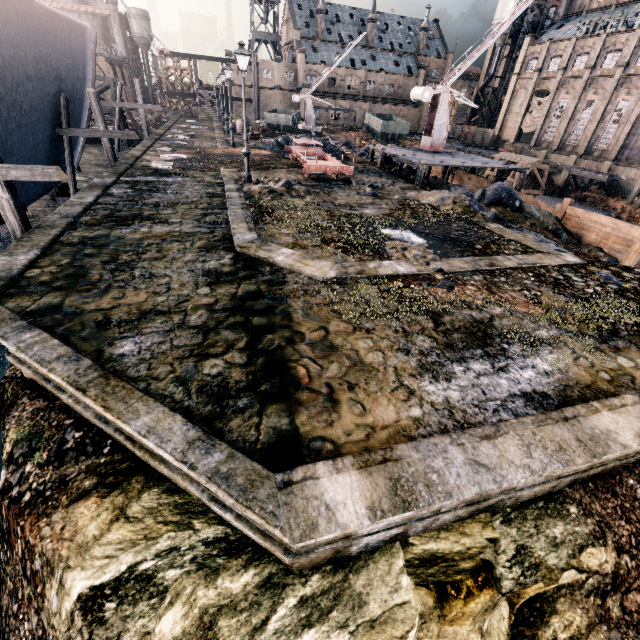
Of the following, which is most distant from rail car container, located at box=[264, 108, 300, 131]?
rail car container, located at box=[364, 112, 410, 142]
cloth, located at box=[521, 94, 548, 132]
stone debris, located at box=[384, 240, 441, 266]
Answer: cloth, located at box=[521, 94, 548, 132]

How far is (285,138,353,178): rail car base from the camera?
18.8m

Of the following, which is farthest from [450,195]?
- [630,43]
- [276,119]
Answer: [630,43]

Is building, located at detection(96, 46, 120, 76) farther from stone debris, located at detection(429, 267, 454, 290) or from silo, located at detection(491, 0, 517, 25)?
stone debris, located at detection(429, 267, 454, 290)

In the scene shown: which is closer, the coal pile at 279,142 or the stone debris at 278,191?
the stone debris at 278,191

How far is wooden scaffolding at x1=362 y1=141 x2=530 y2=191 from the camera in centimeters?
2127cm

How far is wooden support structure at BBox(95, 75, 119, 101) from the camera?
32.1 meters

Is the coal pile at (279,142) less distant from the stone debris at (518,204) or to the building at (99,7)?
the stone debris at (518,204)
